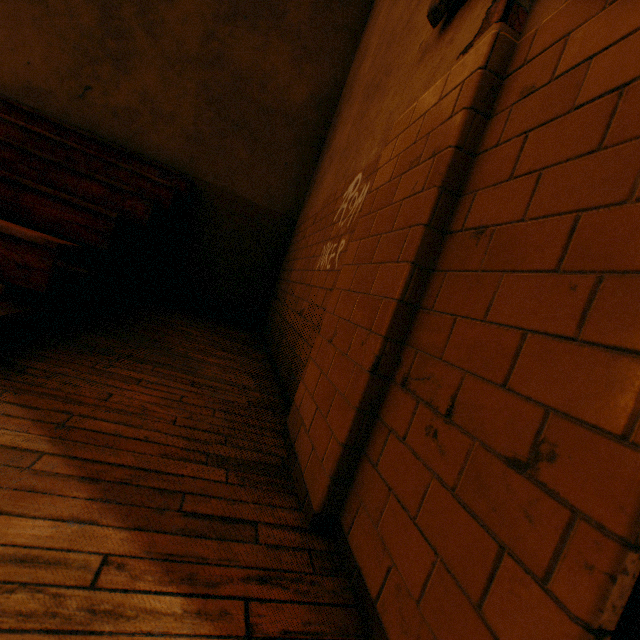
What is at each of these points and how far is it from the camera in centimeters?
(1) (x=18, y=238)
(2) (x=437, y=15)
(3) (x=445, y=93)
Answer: (1) bleachers, 180cm
(2) bell, 155cm
(3) wall pilaster, 136cm

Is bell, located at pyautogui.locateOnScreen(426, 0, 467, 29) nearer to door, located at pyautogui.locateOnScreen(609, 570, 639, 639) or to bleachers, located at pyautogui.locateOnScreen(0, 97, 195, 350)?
door, located at pyautogui.locateOnScreen(609, 570, 639, 639)

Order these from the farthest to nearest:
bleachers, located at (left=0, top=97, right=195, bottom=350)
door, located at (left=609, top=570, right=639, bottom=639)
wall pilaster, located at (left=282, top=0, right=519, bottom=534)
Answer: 1. bleachers, located at (left=0, top=97, right=195, bottom=350)
2. wall pilaster, located at (left=282, top=0, right=519, bottom=534)
3. door, located at (left=609, top=570, right=639, bottom=639)

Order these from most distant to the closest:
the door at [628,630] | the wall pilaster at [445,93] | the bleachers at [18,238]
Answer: the bleachers at [18,238]
the wall pilaster at [445,93]
the door at [628,630]

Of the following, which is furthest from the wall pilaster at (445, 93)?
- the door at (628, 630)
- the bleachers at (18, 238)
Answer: the bleachers at (18, 238)

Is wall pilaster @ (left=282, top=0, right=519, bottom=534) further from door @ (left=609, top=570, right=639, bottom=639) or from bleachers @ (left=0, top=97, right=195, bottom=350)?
bleachers @ (left=0, top=97, right=195, bottom=350)

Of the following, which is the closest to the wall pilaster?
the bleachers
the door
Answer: the door
